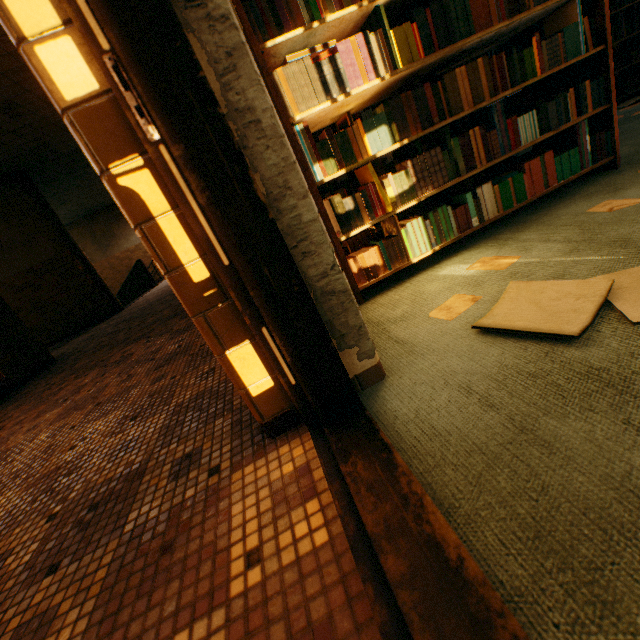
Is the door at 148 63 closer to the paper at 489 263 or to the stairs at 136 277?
the paper at 489 263

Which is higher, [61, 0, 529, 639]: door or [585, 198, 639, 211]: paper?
[61, 0, 529, 639]: door

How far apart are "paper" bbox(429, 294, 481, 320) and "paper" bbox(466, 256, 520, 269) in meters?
0.3

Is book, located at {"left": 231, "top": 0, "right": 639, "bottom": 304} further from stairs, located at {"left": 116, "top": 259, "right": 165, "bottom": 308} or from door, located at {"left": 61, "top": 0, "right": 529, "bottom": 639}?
stairs, located at {"left": 116, "top": 259, "right": 165, "bottom": 308}

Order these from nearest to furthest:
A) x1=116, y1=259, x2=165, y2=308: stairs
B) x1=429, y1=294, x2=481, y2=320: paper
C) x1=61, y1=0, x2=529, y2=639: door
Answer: x1=61, y1=0, x2=529, y2=639: door → x1=429, y1=294, x2=481, y2=320: paper → x1=116, y1=259, x2=165, y2=308: stairs

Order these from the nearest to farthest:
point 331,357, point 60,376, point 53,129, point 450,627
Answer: point 450,627 < point 331,357 < point 60,376 < point 53,129

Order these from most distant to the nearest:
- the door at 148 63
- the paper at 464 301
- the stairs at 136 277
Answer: the stairs at 136 277 < the paper at 464 301 < the door at 148 63

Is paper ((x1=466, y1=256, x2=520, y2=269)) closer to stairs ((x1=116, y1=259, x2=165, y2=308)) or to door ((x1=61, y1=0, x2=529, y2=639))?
door ((x1=61, y1=0, x2=529, y2=639))
